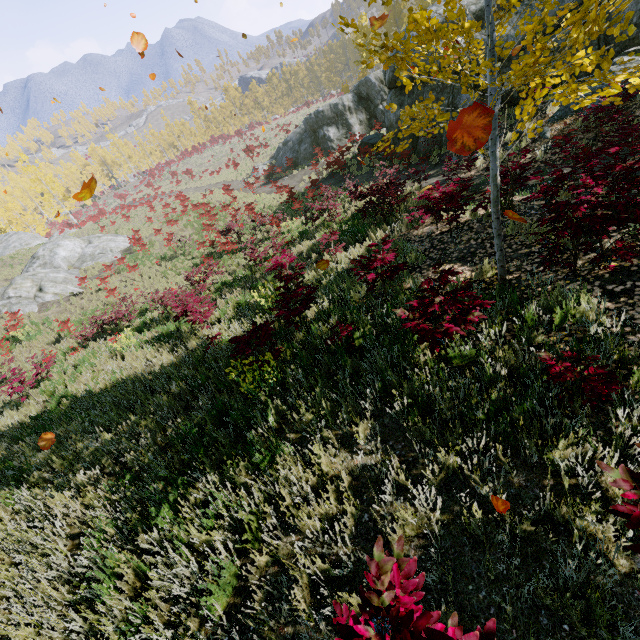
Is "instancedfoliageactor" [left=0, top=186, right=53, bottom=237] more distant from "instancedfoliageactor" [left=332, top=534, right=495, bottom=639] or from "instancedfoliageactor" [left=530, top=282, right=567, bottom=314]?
"instancedfoliageactor" [left=332, top=534, right=495, bottom=639]

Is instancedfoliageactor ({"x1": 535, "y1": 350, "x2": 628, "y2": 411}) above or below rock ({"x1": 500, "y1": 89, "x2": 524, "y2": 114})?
above

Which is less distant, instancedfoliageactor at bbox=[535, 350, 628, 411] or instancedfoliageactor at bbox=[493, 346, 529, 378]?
instancedfoliageactor at bbox=[535, 350, 628, 411]

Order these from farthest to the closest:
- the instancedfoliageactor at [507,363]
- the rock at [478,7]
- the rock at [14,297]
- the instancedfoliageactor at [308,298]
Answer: the rock at [14,297] → the rock at [478,7] → the instancedfoliageactor at [308,298] → the instancedfoliageactor at [507,363]

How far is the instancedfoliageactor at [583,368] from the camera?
2.8m

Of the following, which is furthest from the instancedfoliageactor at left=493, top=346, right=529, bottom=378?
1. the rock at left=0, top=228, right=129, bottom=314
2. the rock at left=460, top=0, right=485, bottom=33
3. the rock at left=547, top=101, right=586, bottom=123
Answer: the rock at left=0, top=228, right=129, bottom=314

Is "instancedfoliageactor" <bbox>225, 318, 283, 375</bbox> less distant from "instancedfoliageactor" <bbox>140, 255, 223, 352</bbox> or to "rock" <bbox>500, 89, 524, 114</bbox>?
"rock" <bbox>500, 89, 524, 114</bbox>

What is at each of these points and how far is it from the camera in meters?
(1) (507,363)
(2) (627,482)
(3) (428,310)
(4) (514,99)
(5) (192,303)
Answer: (1) instancedfoliageactor, 3.7 m
(2) instancedfoliageactor, 1.7 m
(3) instancedfoliageactor, 3.7 m
(4) rock, 13.1 m
(5) instancedfoliageactor, 8.4 m
